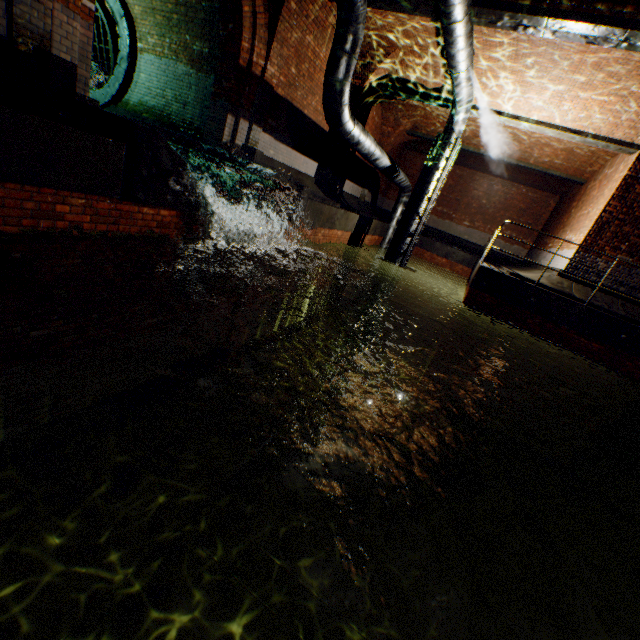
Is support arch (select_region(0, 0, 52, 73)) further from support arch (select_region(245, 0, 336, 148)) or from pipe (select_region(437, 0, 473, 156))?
support arch (select_region(245, 0, 336, 148))

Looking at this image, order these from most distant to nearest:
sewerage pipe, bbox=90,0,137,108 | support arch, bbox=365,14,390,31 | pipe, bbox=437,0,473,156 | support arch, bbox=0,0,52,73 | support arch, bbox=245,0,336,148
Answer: sewerage pipe, bbox=90,0,137,108
support arch, bbox=365,14,390,31
support arch, bbox=245,0,336,148
pipe, bbox=437,0,473,156
support arch, bbox=0,0,52,73

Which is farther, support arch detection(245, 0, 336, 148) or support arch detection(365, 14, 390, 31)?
support arch detection(365, 14, 390, 31)

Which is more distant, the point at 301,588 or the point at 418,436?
the point at 418,436

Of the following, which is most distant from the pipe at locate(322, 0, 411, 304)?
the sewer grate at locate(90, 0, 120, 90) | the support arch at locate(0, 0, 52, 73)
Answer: the sewer grate at locate(90, 0, 120, 90)

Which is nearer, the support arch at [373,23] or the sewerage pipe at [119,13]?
the support arch at [373,23]

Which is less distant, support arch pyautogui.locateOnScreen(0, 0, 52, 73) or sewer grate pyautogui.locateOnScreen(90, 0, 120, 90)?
support arch pyautogui.locateOnScreen(0, 0, 52, 73)

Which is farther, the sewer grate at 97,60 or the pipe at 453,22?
the sewer grate at 97,60
